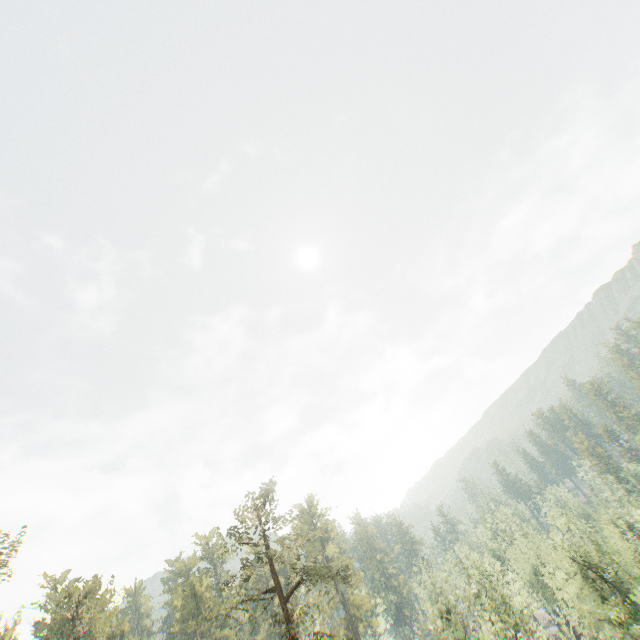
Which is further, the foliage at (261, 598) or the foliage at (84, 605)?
the foliage at (84, 605)

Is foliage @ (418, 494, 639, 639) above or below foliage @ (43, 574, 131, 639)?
below

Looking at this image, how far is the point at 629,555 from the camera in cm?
3156

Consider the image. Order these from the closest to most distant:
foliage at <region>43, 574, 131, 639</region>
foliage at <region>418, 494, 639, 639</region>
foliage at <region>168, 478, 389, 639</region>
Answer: foliage at <region>168, 478, 389, 639</region> < foliage at <region>418, 494, 639, 639</region> < foliage at <region>43, 574, 131, 639</region>

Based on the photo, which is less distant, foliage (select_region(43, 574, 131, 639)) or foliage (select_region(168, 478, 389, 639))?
foliage (select_region(168, 478, 389, 639))

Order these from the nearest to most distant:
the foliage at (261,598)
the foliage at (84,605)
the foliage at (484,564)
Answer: the foliage at (261,598) → the foliage at (484,564) → the foliage at (84,605)
